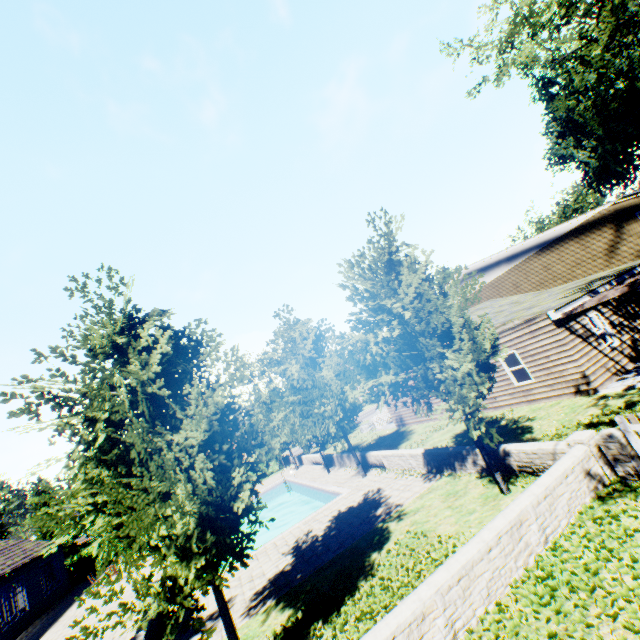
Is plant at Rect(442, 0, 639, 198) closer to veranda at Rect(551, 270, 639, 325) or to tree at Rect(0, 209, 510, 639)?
tree at Rect(0, 209, 510, 639)

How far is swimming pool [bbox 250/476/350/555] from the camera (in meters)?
14.20

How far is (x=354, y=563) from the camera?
8.6m

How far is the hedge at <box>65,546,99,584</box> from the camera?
26.6m

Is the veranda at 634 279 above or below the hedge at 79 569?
above

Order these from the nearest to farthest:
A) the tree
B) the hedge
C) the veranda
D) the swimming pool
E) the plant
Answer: the tree < the veranda < the swimming pool < the plant < the hedge

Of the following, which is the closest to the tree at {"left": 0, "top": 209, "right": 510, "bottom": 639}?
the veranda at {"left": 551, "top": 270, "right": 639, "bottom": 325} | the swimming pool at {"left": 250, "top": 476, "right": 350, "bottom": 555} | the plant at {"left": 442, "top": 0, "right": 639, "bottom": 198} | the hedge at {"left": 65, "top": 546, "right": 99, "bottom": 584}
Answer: the swimming pool at {"left": 250, "top": 476, "right": 350, "bottom": 555}

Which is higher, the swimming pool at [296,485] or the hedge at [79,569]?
the hedge at [79,569]
